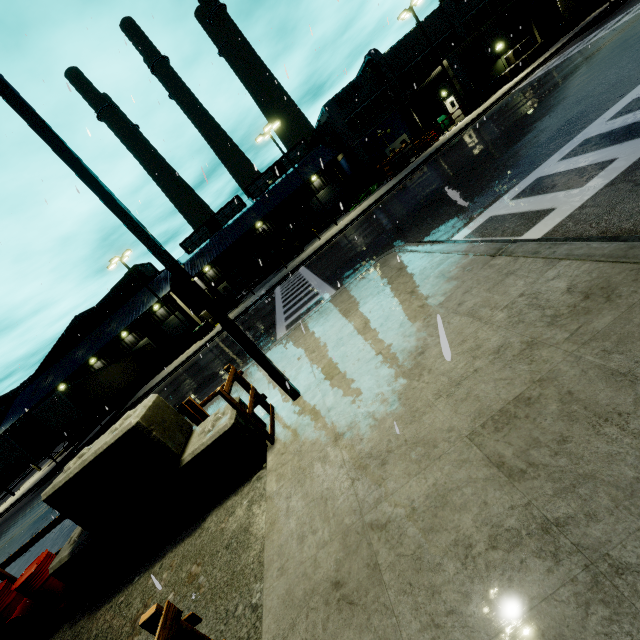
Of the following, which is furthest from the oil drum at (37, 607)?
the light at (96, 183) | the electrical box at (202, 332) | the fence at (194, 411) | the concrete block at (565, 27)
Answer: the concrete block at (565, 27)

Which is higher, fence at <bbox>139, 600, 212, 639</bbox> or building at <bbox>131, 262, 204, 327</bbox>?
building at <bbox>131, 262, 204, 327</bbox>

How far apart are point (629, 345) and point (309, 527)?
3.4m

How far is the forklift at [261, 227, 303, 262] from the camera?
33.62m

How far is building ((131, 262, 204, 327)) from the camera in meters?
32.7

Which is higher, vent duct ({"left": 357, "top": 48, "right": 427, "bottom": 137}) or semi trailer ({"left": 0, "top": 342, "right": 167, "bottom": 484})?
vent duct ({"left": 357, "top": 48, "right": 427, "bottom": 137})

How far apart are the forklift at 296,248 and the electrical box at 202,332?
10.3 meters

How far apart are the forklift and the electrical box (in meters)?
10.26
